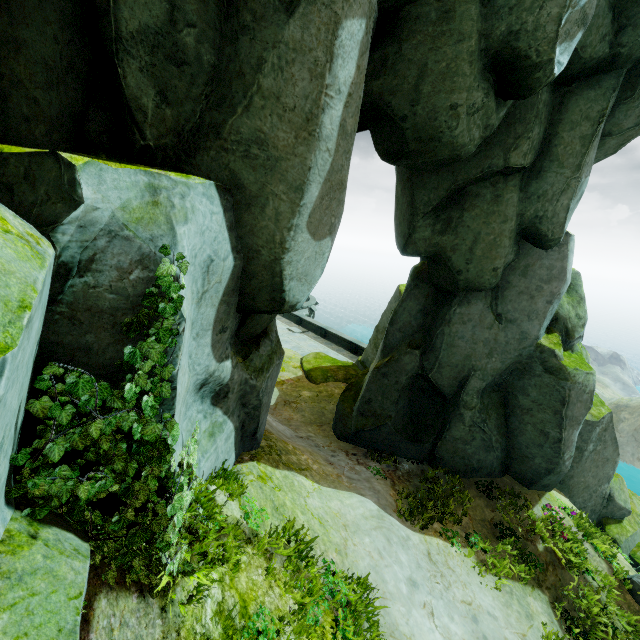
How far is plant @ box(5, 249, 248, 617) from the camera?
2.6m

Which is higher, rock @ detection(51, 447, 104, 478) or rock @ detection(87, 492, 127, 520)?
rock @ detection(51, 447, 104, 478)

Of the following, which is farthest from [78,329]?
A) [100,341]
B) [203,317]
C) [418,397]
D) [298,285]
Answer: [418,397]

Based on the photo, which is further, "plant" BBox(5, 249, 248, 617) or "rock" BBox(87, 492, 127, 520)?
"rock" BBox(87, 492, 127, 520)

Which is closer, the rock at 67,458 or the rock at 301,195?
the rock at 301,195

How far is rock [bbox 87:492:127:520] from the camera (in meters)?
3.44

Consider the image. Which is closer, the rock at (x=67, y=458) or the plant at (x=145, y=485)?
the plant at (x=145, y=485)
